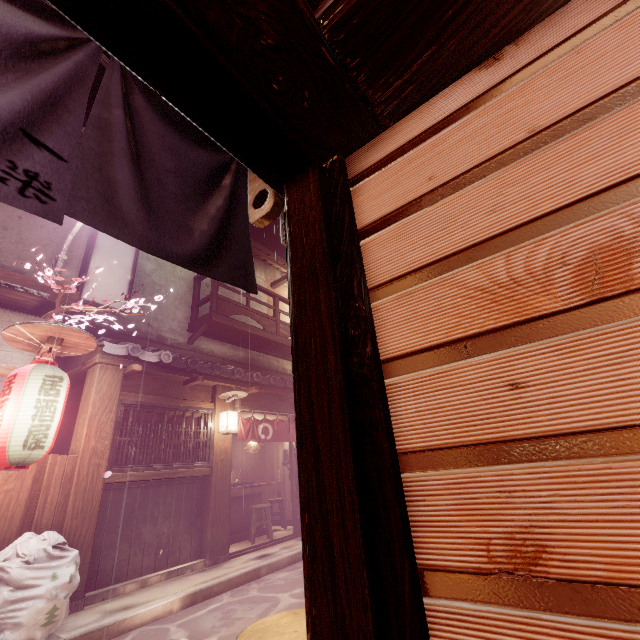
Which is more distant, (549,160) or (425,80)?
(425,80)

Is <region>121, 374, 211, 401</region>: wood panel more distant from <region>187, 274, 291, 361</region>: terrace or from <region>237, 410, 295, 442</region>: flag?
<region>187, 274, 291, 361</region>: terrace

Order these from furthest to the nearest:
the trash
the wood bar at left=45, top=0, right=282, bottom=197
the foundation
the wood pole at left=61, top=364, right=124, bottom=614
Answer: the foundation, the wood pole at left=61, top=364, right=124, bottom=614, the trash, the wood bar at left=45, top=0, right=282, bottom=197

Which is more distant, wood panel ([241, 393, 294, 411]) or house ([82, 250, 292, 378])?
wood panel ([241, 393, 294, 411])

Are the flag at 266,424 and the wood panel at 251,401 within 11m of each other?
yes

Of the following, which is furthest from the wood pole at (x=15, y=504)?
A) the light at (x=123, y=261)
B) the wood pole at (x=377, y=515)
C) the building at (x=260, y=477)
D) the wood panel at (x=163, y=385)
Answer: the wood pole at (x=377, y=515)

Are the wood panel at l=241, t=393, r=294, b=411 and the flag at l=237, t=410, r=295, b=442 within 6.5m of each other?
yes

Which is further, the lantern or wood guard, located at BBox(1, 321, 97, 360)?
wood guard, located at BBox(1, 321, 97, 360)
